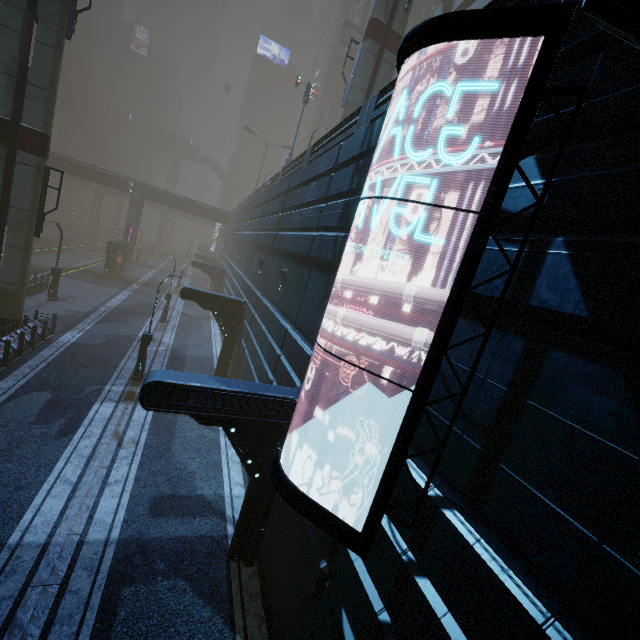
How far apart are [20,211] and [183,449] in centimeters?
1364cm

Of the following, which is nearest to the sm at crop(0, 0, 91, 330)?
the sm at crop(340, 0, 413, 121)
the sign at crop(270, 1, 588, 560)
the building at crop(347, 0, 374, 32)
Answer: the building at crop(347, 0, 374, 32)

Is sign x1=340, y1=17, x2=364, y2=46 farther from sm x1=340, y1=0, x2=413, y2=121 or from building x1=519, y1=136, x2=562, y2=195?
sm x1=340, y1=0, x2=413, y2=121

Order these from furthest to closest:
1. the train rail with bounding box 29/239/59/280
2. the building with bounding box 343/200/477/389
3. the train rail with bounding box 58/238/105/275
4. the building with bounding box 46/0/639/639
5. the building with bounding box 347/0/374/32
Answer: the building with bounding box 347/0/374/32
the train rail with bounding box 58/238/105/275
the train rail with bounding box 29/239/59/280
the building with bounding box 343/200/477/389
the building with bounding box 46/0/639/639

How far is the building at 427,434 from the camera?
4.3m

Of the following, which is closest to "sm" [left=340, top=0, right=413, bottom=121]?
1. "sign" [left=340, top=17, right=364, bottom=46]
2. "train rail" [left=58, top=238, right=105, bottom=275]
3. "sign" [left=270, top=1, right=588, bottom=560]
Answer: "sign" [left=270, top=1, right=588, bottom=560]

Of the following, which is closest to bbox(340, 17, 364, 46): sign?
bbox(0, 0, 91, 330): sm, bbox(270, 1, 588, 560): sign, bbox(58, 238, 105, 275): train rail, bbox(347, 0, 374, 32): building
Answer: bbox(347, 0, 374, 32): building

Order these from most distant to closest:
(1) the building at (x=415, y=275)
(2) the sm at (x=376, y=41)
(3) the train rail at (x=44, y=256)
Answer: (3) the train rail at (x=44, y=256), (2) the sm at (x=376, y=41), (1) the building at (x=415, y=275)
